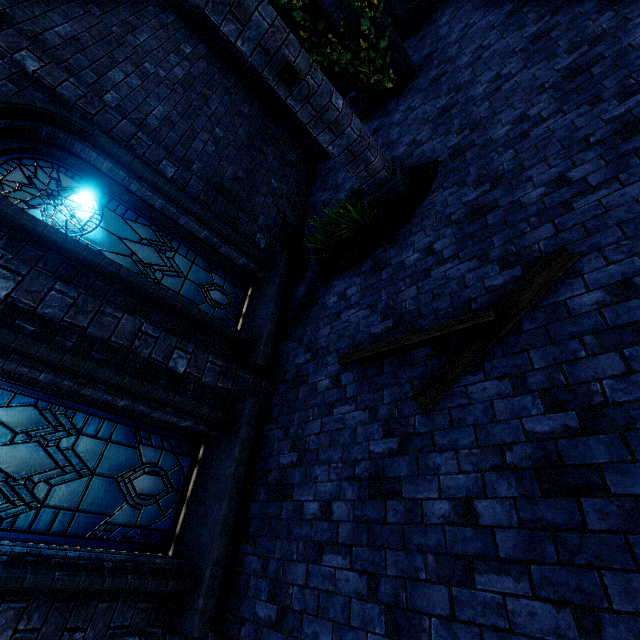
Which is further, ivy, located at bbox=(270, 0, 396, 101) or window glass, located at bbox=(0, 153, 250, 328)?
ivy, located at bbox=(270, 0, 396, 101)

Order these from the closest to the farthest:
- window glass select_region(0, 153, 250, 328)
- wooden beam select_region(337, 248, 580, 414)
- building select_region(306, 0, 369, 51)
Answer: wooden beam select_region(337, 248, 580, 414) → window glass select_region(0, 153, 250, 328) → building select_region(306, 0, 369, 51)

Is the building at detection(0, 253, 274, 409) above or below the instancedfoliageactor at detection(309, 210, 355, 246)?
above

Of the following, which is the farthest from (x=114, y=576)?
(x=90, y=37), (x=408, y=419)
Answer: (x=90, y=37)

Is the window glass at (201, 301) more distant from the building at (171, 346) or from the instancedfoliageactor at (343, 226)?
the instancedfoliageactor at (343, 226)

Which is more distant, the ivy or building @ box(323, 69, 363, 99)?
building @ box(323, 69, 363, 99)

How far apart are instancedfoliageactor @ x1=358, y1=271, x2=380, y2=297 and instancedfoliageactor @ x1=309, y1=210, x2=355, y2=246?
0.5 meters

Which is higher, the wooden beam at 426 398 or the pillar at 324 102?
the pillar at 324 102
